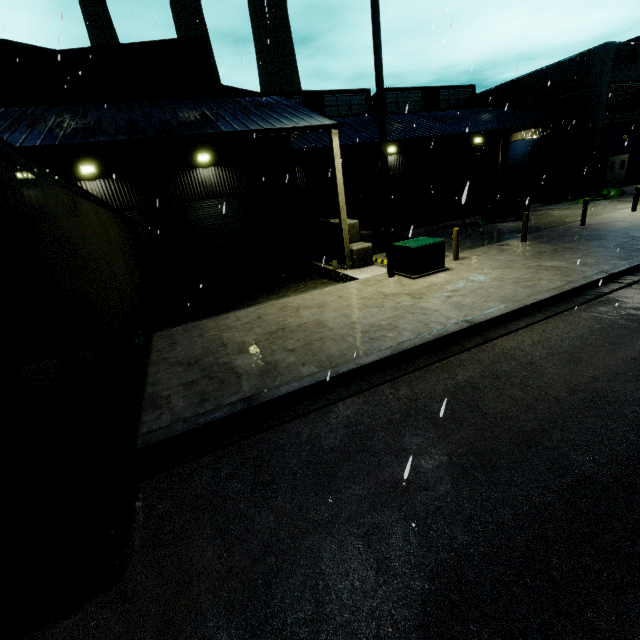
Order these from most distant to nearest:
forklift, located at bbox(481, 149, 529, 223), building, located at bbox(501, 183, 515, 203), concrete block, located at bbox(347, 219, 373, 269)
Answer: building, located at bbox(501, 183, 515, 203), forklift, located at bbox(481, 149, 529, 223), concrete block, located at bbox(347, 219, 373, 269)

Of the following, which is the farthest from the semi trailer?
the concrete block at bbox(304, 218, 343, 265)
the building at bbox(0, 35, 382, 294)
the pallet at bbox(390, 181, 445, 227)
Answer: the pallet at bbox(390, 181, 445, 227)

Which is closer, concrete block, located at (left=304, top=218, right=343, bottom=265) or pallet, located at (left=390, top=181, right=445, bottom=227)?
concrete block, located at (left=304, top=218, right=343, bottom=265)

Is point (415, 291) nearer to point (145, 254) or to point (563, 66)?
point (145, 254)

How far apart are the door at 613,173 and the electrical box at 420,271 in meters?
26.7 m

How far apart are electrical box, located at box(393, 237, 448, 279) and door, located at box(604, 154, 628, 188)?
26.7m

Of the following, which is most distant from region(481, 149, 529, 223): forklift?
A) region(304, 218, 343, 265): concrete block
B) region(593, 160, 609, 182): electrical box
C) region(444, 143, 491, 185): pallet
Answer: region(593, 160, 609, 182): electrical box

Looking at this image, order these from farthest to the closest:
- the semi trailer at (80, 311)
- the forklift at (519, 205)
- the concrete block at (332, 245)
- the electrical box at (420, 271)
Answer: the forklift at (519, 205) → the concrete block at (332, 245) → the electrical box at (420, 271) → the semi trailer at (80, 311)
